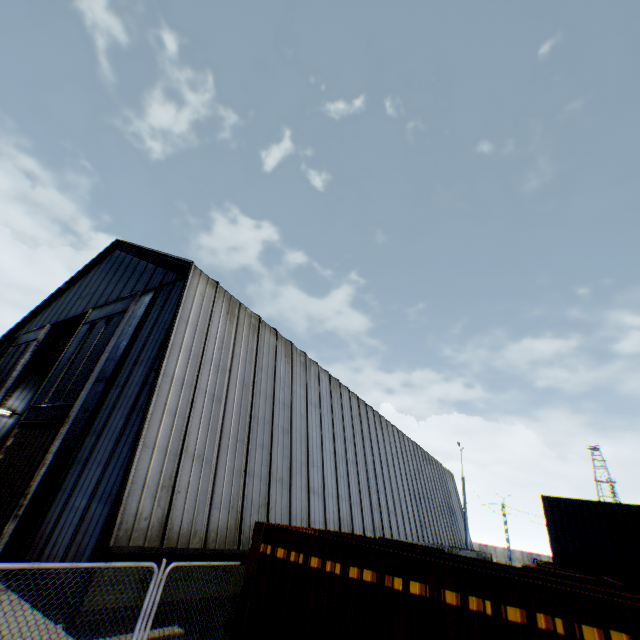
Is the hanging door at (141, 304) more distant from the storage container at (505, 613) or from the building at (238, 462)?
the storage container at (505, 613)

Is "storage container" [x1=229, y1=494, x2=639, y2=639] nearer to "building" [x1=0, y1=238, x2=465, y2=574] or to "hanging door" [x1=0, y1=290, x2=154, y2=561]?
"building" [x1=0, y1=238, x2=465, y2=574]

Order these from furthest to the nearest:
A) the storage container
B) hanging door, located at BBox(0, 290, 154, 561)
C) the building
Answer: hanging door, located at BBox(0, 290, 154, 561), the building, the storage container

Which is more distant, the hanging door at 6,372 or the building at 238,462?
the hanging door at 6,372

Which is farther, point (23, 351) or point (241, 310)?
point (23, 351)

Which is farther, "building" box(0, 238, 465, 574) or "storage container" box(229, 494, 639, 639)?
"building" box(0, 238, 465, 574)
